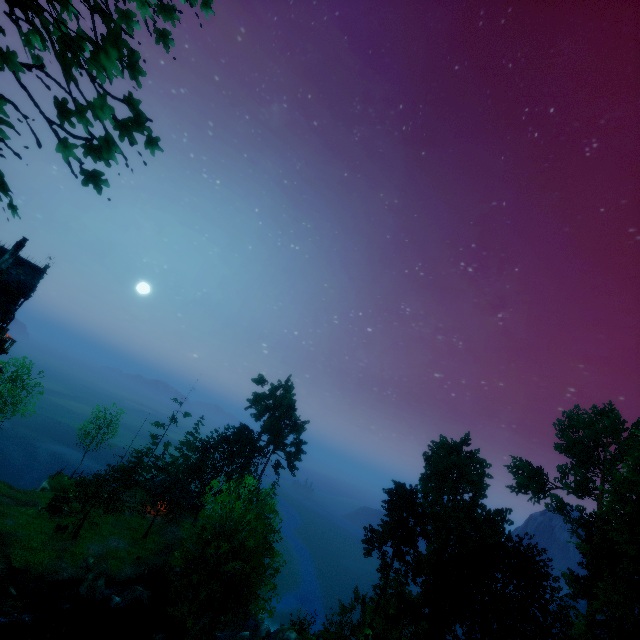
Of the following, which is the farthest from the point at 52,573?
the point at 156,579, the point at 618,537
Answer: the point at 618,537

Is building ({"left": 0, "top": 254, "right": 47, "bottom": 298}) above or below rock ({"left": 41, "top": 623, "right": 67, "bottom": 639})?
above

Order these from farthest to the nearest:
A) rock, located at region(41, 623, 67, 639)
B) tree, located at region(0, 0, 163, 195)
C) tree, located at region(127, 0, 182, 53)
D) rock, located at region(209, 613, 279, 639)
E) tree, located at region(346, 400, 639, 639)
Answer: rock, located at region(209, 613, 279, 639)
tree, located at region(346, 400, 639, 639)
rock, located at region(41, 623, 67, 639)
tree, located at region(127, 0, 182, 53)
tree, located at region(0, 0, 163, 195)

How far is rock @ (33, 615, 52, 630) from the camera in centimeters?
2379cm

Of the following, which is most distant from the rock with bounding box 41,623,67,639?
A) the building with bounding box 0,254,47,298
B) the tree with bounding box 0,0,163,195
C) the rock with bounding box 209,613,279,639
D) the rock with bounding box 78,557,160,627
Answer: the building with bounding box 0,254,47,298

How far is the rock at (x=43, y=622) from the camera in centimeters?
2379cm

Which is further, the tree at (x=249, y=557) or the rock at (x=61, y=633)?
the rock at (x=61, y=633)

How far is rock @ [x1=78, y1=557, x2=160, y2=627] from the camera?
27.5m
